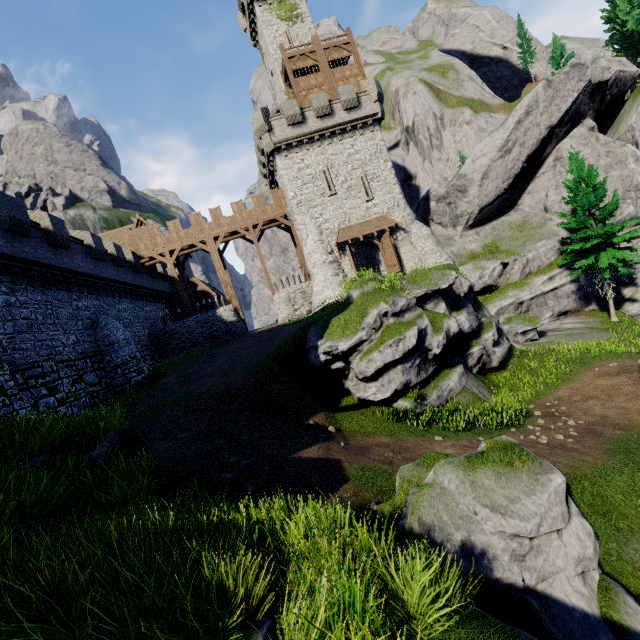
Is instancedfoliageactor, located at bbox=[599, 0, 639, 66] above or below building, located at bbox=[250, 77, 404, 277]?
above

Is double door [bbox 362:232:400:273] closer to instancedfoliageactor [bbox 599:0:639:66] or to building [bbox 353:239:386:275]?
building [bbox 353:239:386:275]

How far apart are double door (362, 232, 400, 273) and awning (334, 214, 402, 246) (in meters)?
0.26

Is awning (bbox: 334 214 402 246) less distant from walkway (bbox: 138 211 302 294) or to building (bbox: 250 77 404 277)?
building (bbox: 250 77 404 277)

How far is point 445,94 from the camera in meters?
52.2 m

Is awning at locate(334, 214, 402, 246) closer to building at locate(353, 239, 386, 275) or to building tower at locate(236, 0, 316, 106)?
building at locate(353, 239, 386, 275)

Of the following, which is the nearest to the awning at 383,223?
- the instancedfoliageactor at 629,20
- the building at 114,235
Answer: the building at 114,235

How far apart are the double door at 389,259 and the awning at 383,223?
0.3 meters
